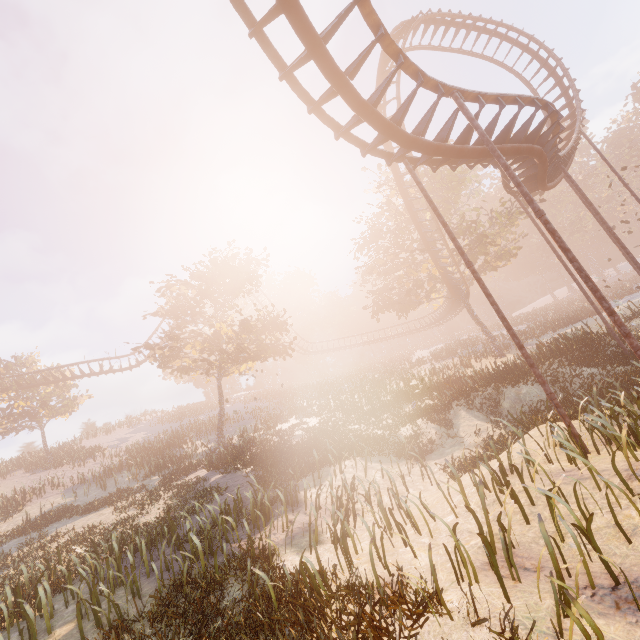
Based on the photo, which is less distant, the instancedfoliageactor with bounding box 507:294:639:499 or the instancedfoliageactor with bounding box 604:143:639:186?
the instancedfoliageactor with bounding box 507:294:639:499

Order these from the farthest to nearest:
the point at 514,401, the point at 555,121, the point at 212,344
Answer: the point at 212,344
the point at 514,401
the point at 555,121

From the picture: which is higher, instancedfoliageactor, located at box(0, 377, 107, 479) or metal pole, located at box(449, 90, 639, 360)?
instancedfoliageactor, located at box(0, 377, 107, 479)

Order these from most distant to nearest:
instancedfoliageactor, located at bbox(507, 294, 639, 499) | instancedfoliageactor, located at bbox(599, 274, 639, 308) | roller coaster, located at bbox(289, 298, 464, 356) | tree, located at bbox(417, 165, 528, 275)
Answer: roller coaster, located at bbox(289, 298, 464, 356) < instancedfoliageactor, located at bbox(599, 274, 639, 308) < tree, located at bbox(417, 165, 528, 275) < instancedfoliageactor, located at bbox(507, 294, 639, 499)

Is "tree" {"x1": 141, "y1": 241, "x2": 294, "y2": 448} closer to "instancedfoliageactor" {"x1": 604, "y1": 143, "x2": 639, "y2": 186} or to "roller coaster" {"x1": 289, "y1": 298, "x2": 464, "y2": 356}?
"roller coaster" {"x1": 289, "y1": 298, "x2": 464, "y2": 356}

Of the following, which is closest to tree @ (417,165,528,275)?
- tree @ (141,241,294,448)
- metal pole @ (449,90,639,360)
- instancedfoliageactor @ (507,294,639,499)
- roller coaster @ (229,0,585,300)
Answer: roller coaster @ (229,0,585,300)

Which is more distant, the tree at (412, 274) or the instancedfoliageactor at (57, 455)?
the instancedfoliageactor at (57, 455)

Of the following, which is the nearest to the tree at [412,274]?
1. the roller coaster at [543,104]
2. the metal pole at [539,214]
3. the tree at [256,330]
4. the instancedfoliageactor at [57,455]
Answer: the roller coaster at [543,104]
